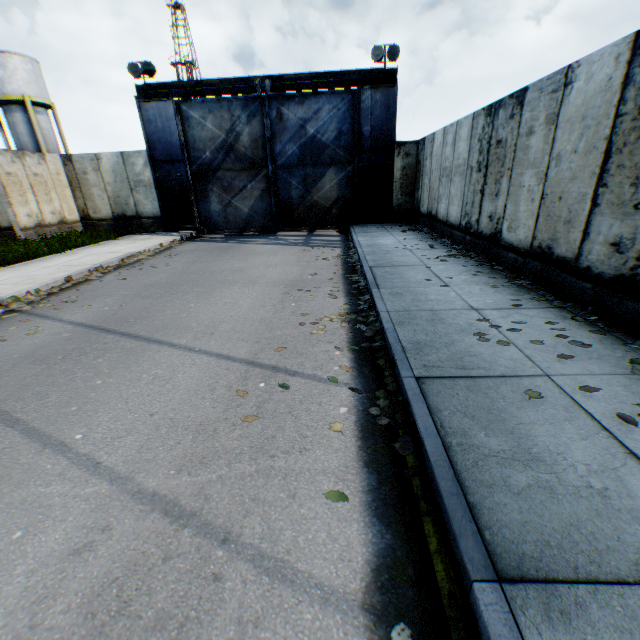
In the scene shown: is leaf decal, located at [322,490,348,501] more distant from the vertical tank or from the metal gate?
the vertical tank

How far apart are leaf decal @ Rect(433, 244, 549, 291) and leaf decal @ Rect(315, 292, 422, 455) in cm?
255

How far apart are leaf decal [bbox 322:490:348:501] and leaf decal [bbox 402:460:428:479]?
0.5 meters

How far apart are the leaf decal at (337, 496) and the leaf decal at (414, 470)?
0.50m

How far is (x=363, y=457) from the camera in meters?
2.7

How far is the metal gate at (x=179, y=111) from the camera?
13.50m

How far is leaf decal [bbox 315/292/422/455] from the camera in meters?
2.8

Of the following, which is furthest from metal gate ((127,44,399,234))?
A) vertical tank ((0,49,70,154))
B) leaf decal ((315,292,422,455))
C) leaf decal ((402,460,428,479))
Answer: vertical tank ((0,49,70,154))
